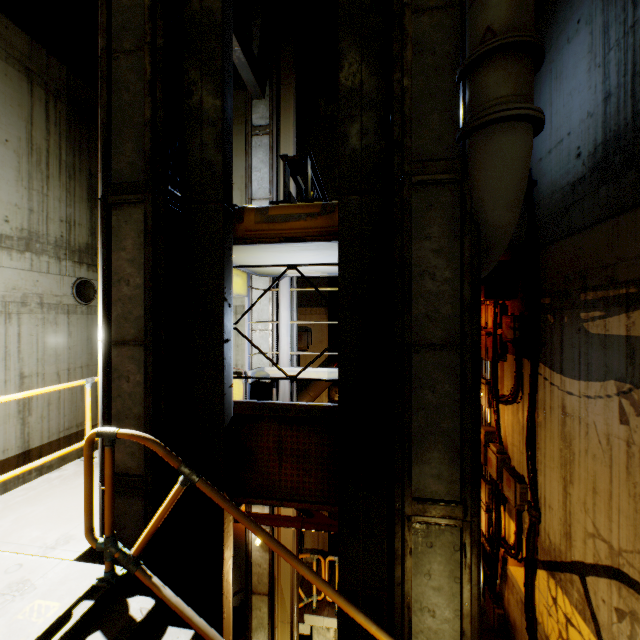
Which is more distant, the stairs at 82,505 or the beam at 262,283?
the beam at 262,283

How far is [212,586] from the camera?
3.50m

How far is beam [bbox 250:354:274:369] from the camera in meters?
7.3 m

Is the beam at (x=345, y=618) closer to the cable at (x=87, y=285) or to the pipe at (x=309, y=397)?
the pipe at (x=309, y=397)

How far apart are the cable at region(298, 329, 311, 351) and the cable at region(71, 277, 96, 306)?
6.3m

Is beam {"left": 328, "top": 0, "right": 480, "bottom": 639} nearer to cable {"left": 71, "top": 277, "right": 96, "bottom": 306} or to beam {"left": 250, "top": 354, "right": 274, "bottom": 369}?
beam {"left": 250, "top": 354, "right": 274, "bottom": 369}

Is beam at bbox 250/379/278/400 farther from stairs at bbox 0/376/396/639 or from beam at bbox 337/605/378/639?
beam at bbox 337/605/378/639
